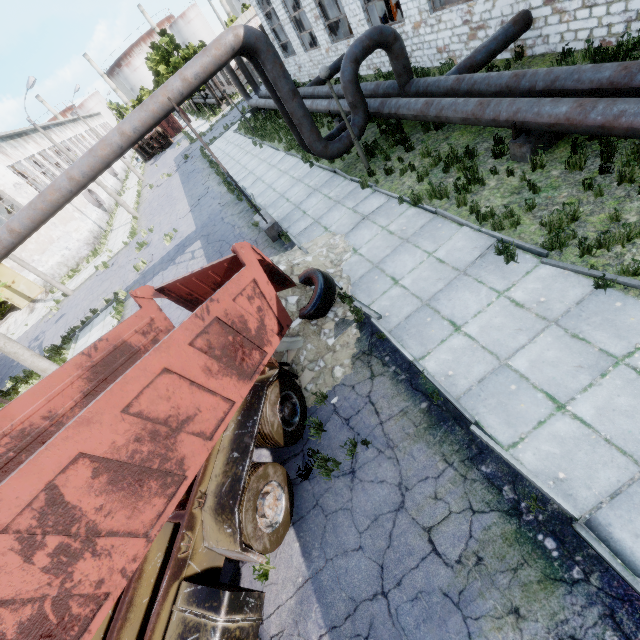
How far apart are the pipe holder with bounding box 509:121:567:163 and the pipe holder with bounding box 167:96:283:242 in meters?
7.2 m

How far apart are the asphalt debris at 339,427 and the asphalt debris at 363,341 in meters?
1.4 m

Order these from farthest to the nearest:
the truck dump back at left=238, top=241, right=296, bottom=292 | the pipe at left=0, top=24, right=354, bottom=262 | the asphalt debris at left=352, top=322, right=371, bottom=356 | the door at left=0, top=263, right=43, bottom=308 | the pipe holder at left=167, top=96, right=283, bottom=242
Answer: the door at left=0, top=263, right=43, bottom=308 < the pipe holder at left=167, top=96, right=283, bottom=242 < the pipe at left=0, top=24, right=354, bottom=262 < the asphalt debris at left=352, top=322, right=371, bottom=356 < the truck dump back at left=238, top=241, right=296, bottom=292

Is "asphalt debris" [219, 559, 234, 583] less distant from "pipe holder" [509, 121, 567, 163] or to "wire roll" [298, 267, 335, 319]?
"wire roll" [298, 267, 335, 319]

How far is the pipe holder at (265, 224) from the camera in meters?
9.3 m

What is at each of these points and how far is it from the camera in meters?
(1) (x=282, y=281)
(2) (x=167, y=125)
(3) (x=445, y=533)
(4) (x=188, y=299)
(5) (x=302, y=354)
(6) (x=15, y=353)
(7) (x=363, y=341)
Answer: (1) truck dump back, 6.8 m
(2) truck dump body, 51.9 m
(3) asphalt debris, 4.3 m
(4) truck dump back, 7.6 m
(5) concrete debris, 7.4 m
(6) lamp post, 9.1 m
(7) asphalt debris, 6.9 m

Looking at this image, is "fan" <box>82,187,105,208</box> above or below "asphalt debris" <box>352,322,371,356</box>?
above

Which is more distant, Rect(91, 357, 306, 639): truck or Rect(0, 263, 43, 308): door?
Rect(0, 263, 43, 308): door
